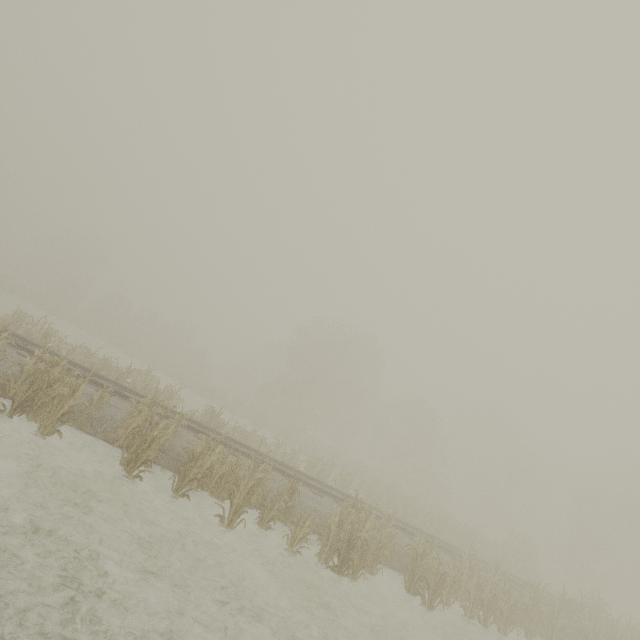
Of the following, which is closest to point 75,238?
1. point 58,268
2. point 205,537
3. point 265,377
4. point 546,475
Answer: point 58,268
